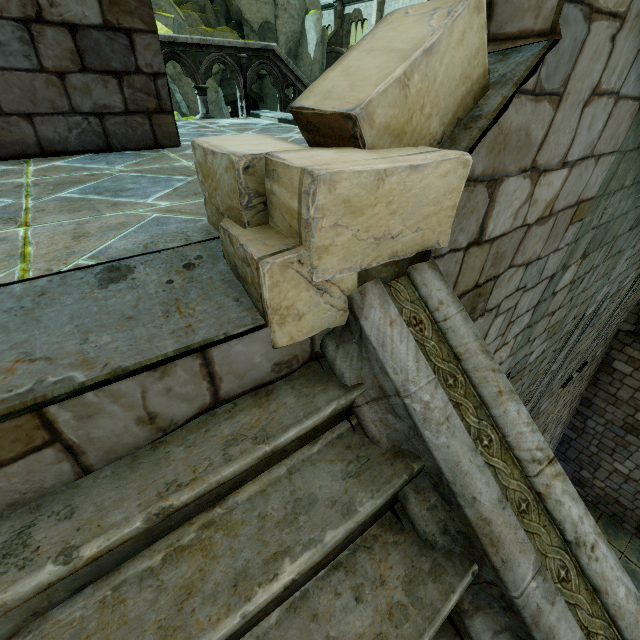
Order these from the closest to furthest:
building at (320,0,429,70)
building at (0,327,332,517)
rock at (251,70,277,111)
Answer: building at (0,327,332,517) < building at (320,0,429,70) < rock at (251,70,277,111)

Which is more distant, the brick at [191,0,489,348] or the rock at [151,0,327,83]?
the rock at [151,0,327,83]

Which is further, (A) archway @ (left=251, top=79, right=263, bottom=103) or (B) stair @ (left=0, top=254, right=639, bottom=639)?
(A) archway @ (left=251, top=79, right=263, bottom=103)

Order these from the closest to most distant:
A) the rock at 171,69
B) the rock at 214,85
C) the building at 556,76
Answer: the building at 556,76 < the rock at 171,69 < the rock at 214,85

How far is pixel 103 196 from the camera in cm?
214

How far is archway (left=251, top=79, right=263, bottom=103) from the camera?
31.7m

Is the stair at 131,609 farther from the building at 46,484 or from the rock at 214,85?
the rock at 214,85

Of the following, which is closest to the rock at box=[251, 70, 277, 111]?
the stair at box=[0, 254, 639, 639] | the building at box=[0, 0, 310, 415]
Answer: the building at box=[0, 0, 310, 415]
